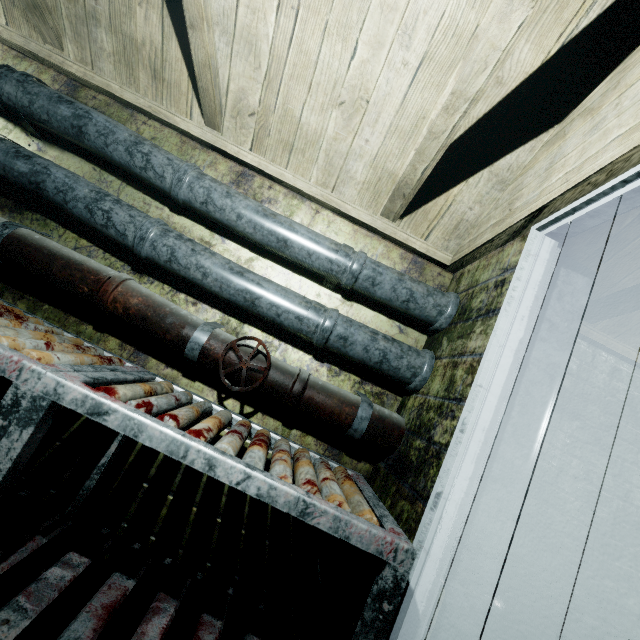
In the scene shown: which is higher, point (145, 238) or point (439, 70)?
point (439, 70)

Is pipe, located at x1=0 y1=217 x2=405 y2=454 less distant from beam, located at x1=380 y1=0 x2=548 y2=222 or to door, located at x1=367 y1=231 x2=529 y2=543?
door, located at x1=367 y1=231 x2=529 y2=543

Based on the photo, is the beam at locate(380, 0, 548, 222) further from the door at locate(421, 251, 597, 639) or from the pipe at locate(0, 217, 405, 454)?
the pipe at locate(0, 217, 405, 454)

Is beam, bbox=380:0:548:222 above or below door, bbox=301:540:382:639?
above

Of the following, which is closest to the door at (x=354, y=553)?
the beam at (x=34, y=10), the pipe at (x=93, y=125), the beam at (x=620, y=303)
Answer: the pipe at (x=93, y=125)

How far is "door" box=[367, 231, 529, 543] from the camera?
1.1 meters

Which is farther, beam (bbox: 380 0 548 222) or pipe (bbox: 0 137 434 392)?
pipe (bbox: 0 137 434 392)

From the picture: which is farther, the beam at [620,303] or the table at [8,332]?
the beam at [620,303]
